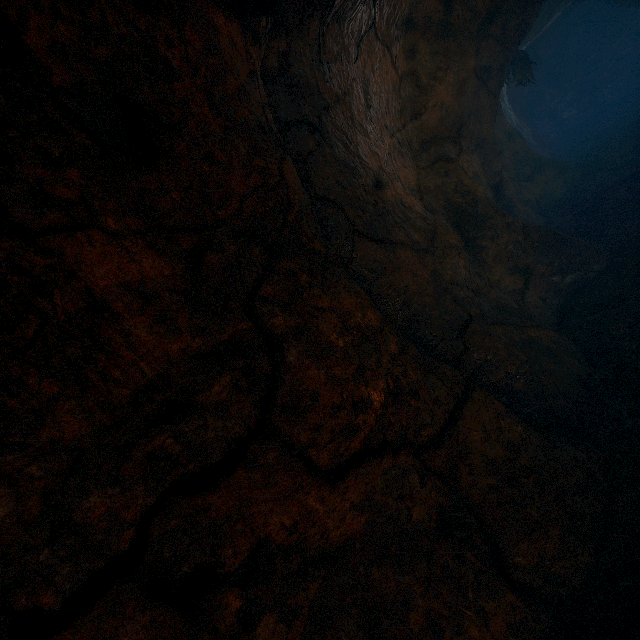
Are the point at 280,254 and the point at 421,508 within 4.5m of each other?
yes
